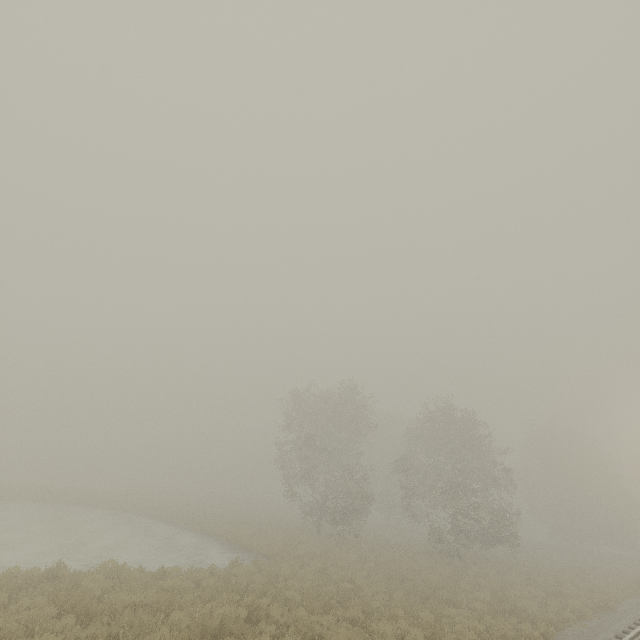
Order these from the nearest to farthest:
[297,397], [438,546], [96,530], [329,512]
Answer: [96,530] → [438,546] → [329,512] → [297,397]
